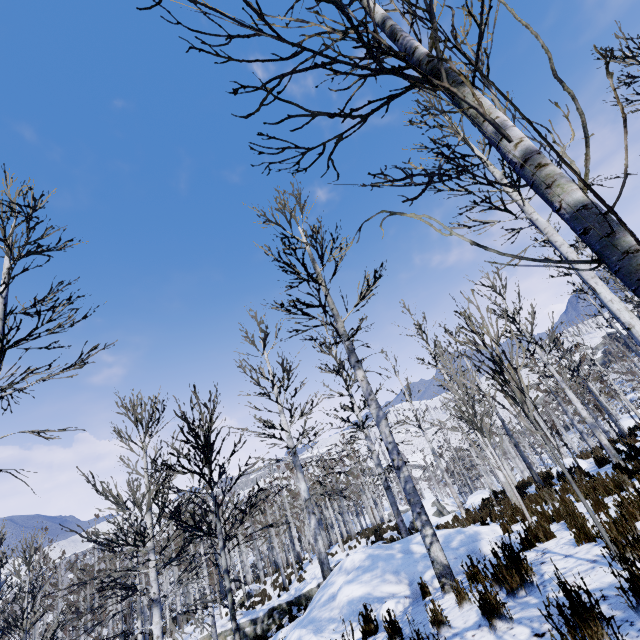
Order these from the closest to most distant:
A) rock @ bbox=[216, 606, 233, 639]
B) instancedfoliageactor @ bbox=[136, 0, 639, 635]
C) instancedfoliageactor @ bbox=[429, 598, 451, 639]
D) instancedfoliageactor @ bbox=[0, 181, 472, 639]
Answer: instancedfoliageactor @ bbox=[136, 0, 639, 635] < instancedfoliageactor @ bbox=[429, 598, 451, 639] < instancedfoliageactor @ bbox=[0, 181, 472, 639] < rock @ bbox=[216, 606, 233, 639]

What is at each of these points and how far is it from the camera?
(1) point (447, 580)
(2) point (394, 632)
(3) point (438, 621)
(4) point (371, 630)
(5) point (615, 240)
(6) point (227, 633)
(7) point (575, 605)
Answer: (1) instancedfoliageactor, 4.7 meters
(2) instancedfoliageactor, 3.8 meters
(3) instancedfoliageactor, 3.4 meters
(4) instancedfoliageactor, 4.7 meters
(5) instancedfoliageactor, 0.9 meters
(6) rock, 15.8 meters
(7) instancedfoliageactor, 2.2 meters

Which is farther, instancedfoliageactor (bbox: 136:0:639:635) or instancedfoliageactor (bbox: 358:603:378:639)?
instancedfoliageactor (bbox: 358:603:378:639)

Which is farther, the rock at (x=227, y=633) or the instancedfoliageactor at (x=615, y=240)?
the rock at (x=227, y=633)

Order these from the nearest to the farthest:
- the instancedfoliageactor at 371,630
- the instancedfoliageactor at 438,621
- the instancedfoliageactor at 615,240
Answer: the instancedfoliageactor at 615,240
the instancedfoliageactor at 438,621
the instancedfoliageactor at 371,630
